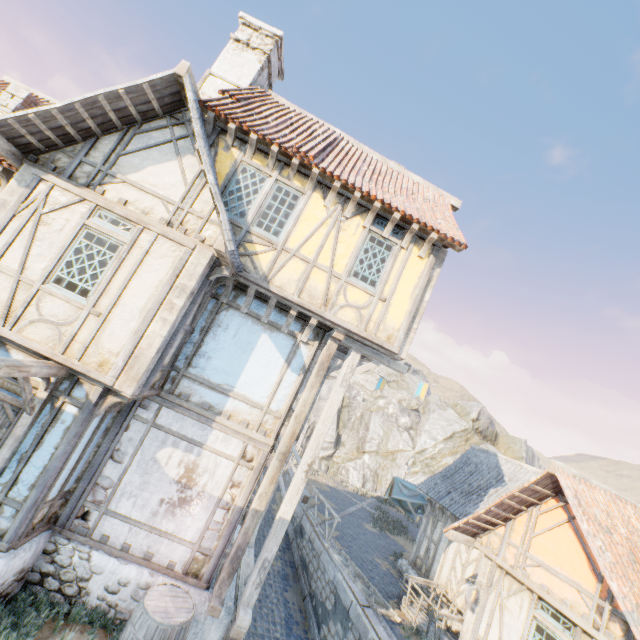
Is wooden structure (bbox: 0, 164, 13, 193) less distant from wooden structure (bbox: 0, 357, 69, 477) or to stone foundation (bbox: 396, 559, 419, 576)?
wooden structure (bbox: 0, 357, 69, 477)

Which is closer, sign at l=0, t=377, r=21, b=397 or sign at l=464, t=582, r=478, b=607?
sign at l=0, t=377, r=21, b=397

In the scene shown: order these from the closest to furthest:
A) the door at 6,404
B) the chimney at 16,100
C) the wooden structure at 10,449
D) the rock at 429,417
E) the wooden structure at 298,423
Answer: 1. the wooden structure at 10,449
2. the door at 6,404
3. the wooden structure at 298,423
4. the chimney at 16,100
5. the rock at 429,417

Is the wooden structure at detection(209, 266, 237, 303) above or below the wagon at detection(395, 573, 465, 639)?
above

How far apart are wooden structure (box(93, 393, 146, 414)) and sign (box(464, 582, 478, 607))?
9.89m

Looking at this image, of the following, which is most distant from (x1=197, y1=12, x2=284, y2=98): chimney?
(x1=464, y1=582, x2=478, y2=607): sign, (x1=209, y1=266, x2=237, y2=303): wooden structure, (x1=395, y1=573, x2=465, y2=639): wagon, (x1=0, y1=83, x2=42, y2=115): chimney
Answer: (x1=395, y1=573, x2=465, y2=639): wagon

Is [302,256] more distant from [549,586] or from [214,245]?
[549,586]

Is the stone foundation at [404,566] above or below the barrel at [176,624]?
below
